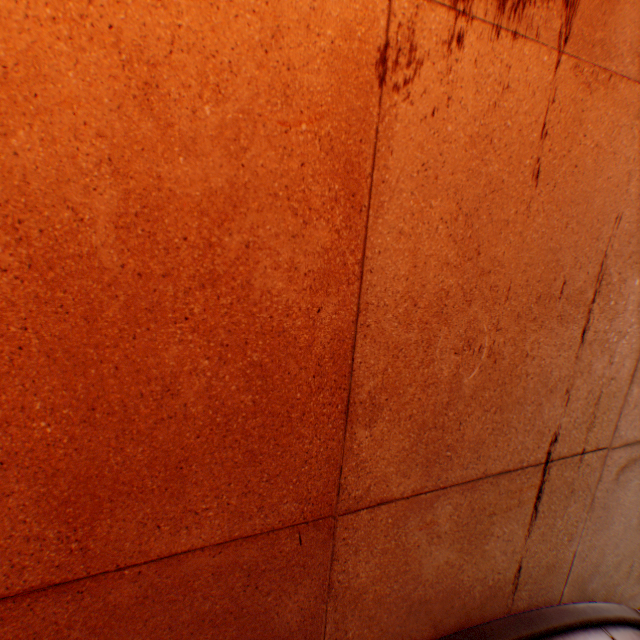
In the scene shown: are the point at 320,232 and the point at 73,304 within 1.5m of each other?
yes
